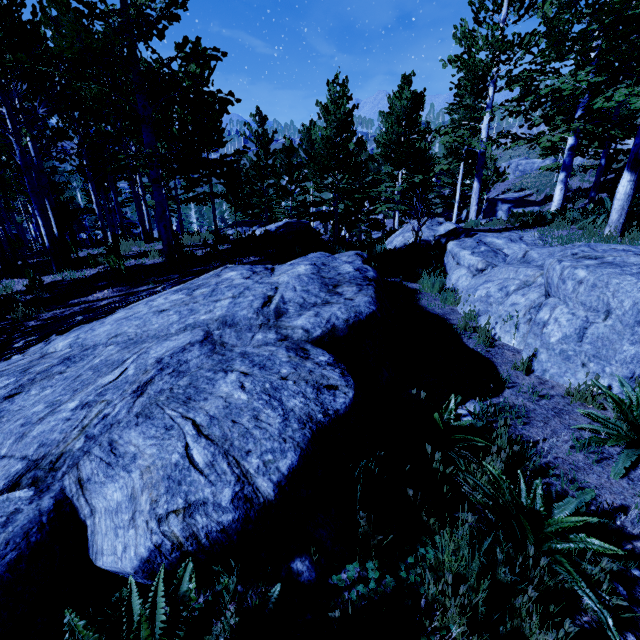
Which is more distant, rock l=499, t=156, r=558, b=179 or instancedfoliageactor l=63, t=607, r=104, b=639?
rock l=499, t=156, r=558, b=179

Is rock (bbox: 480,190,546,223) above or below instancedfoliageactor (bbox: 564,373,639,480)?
above

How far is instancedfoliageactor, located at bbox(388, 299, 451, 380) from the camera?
4.13m

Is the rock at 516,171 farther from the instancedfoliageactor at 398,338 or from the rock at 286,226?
the rock at 286,226

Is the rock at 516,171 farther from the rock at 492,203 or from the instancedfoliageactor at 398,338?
the rock at 492,203

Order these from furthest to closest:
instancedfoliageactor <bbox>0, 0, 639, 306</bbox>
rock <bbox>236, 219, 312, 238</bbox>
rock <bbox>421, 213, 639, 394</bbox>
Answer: rock <bbox>236, 219, 312, 238</bbox> → instancedfoliageactor <bbox>0, 0, 639, 306</bbox> → rock <bbox>421, 213, 639, 394</bbox>

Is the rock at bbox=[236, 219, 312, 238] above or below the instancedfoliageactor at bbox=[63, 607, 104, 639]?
above

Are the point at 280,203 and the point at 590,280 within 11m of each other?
no
